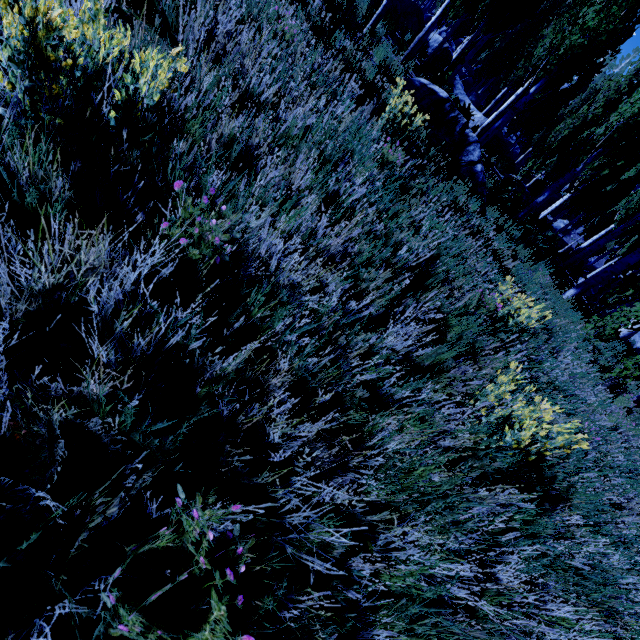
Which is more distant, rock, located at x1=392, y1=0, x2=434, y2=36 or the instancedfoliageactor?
rock, located at x1=392, y1=0, x2=434, y2=36

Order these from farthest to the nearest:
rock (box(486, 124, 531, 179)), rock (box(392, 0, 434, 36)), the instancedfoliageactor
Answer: rock (box(392, 0, 434, 36)) < rock (box(486, 124, 531, 179)) < the instancedfoliageactor

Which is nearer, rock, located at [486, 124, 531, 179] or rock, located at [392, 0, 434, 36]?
rock, located at [486, 124, 531, 179]

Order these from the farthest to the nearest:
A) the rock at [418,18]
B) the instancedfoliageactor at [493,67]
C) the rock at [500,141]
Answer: the rock at [418,18] → the rock at [500,141] → the instancedfoliageactor at [493,67]

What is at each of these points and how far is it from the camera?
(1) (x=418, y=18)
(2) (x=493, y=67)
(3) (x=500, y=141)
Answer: (1) rock, 19.4 meters
(2) instancedfoliageactor, 23.0 meters
(3) rock, 18.3 meters

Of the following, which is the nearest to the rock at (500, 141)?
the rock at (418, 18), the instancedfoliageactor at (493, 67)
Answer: the instancedfoliageactor at (493, 67)

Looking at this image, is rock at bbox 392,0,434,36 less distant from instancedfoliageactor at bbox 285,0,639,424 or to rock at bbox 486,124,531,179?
instancedfoliageactor at bbox 285,0,639,424
